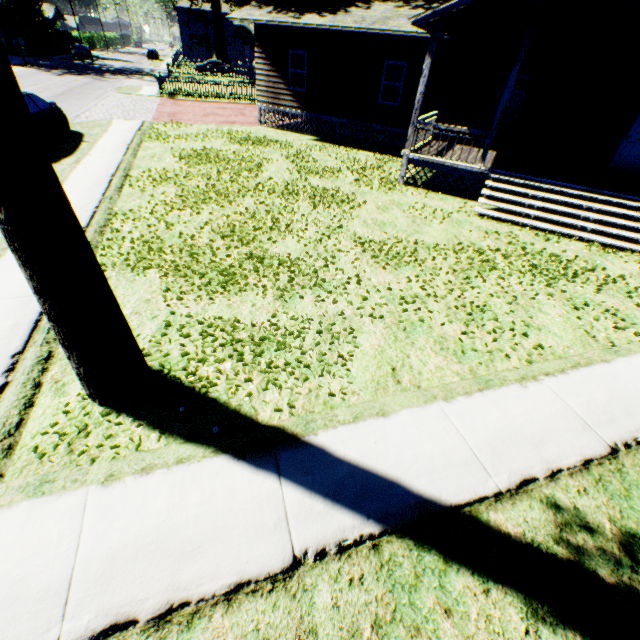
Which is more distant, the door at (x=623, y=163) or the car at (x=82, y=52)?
the car at (x=82, y=52)

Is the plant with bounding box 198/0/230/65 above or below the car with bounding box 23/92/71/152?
above

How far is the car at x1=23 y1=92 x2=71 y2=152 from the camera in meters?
10.9

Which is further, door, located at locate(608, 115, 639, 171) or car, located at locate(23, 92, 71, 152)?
door, located at locate(608, 115, 639, 171)

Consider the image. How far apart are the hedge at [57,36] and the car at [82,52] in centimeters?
277cm

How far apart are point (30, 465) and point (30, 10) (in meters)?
81.07

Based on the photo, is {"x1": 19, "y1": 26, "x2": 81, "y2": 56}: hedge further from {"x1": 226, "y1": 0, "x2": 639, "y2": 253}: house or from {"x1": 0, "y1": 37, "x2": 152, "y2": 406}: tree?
{"x1": 0, "y1": 37, "x2": 152, "y2": 406}: tree

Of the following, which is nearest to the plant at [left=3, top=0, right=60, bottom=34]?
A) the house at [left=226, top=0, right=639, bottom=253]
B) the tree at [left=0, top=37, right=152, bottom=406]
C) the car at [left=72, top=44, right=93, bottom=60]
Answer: the house at [left=226, top=0, right=639, bottom=253]
